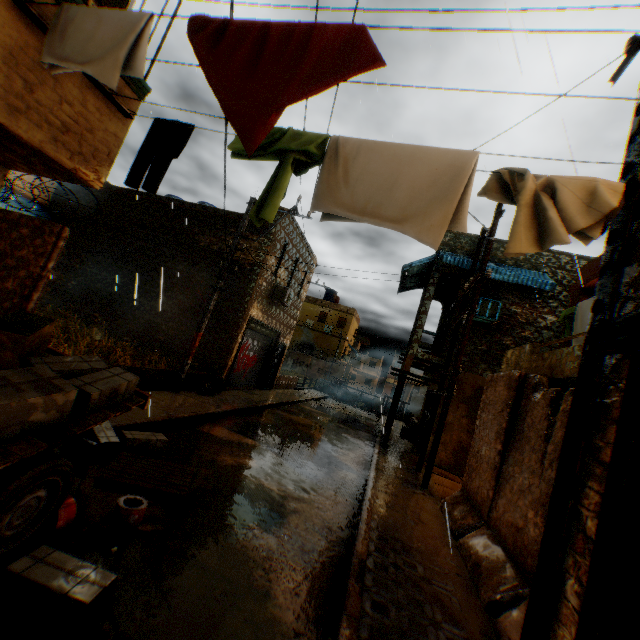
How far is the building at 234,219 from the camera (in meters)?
14.41

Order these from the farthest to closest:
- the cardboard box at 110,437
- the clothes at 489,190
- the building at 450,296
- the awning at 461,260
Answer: the building at 450,296 < the awning at 461,260 < the cardboard box at 110,437 < the clothes at 489,190

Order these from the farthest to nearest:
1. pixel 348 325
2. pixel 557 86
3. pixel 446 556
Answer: pixel 348 325 → pixel 446 556 → pixel 557 86

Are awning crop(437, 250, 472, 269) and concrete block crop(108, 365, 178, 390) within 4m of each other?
yes

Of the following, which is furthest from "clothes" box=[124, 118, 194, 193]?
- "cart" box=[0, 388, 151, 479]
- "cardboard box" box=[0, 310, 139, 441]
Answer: "cart" box=[0, 388, 151, 479]

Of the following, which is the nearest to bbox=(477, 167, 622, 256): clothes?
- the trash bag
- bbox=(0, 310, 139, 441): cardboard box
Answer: bbox=(0, 310, 139, 441): cardboard box

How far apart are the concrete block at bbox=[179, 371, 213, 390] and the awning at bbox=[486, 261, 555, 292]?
2.6 meters

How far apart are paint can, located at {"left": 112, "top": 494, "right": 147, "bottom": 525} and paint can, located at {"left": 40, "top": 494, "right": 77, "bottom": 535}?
0.5 meters
